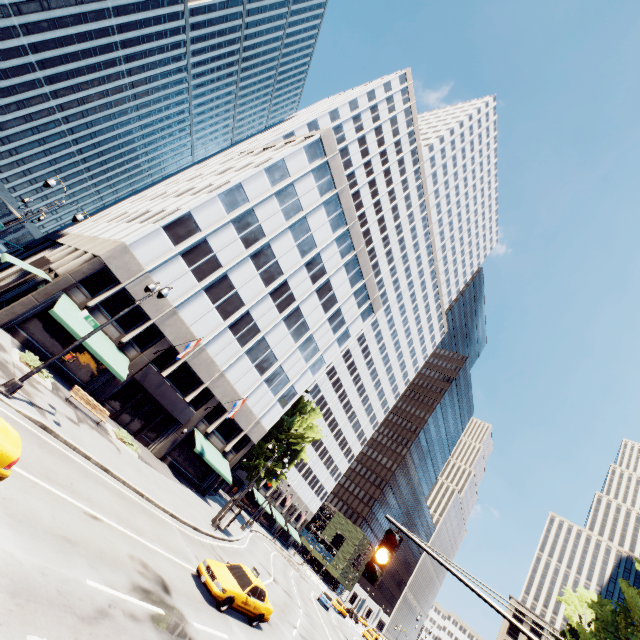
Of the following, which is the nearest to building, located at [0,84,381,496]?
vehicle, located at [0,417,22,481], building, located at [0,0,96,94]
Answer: vehicle, located at [0,417,22,481]

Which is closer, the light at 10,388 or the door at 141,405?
the light at 10,388

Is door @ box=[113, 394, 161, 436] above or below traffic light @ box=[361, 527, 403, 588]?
below

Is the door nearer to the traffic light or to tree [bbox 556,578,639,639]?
tree [bbox 556,578,639,639]

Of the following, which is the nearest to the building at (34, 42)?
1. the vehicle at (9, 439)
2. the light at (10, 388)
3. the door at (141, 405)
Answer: the door at (141, 405)

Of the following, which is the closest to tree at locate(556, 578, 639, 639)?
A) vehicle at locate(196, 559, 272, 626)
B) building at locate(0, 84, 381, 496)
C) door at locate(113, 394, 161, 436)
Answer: building at locate(0, 84, 381, 496)

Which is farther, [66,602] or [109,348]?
[109,348]

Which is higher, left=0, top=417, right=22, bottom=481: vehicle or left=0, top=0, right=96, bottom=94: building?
left=0, top=0, right=96, bottom=94: building
